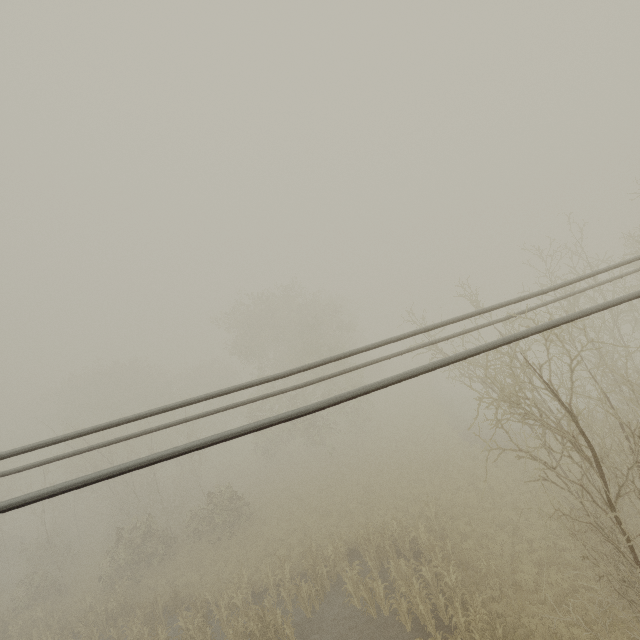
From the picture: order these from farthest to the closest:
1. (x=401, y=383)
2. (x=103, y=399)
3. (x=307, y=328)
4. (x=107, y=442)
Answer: (x=401, y=383) < (x=103, y=399) < (x=307, y=328) < (x=107, y=442)
